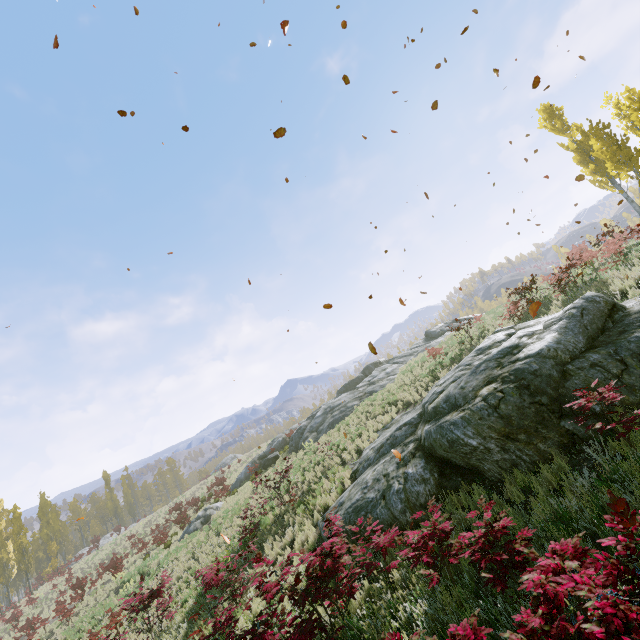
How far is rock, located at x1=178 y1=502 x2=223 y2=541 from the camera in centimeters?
2241cm

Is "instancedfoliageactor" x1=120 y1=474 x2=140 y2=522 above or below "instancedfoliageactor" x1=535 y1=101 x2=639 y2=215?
below

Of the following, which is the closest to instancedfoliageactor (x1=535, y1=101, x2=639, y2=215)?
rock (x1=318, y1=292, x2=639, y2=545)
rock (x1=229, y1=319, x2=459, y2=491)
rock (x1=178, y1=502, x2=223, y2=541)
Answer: rock (x1=318, y1=292, x2=639, y2=545)

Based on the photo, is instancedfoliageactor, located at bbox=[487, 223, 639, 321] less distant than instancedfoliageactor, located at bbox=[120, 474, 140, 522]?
Yes

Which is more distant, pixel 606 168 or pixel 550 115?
pixel 550 115

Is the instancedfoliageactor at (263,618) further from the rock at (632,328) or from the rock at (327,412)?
the rock at (327,412)
